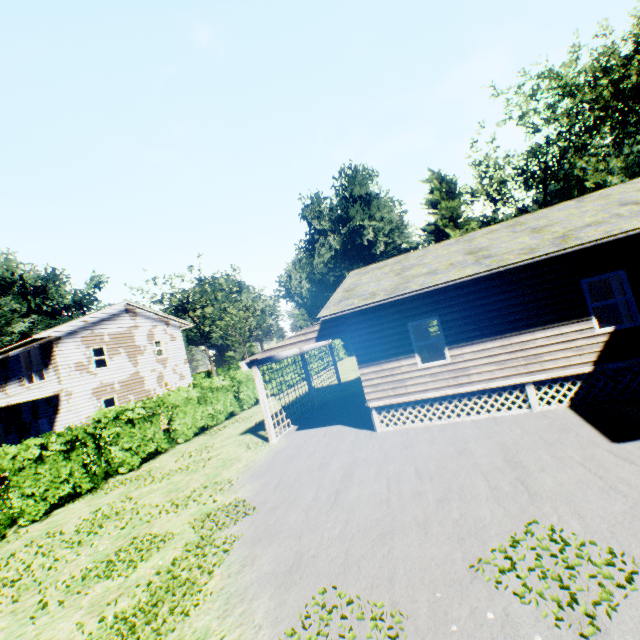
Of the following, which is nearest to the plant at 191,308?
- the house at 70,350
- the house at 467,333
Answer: the house at 70,350

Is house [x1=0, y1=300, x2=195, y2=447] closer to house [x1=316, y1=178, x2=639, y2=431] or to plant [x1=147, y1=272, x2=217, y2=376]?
plant [x1=147, y1=272, x2=217, y2=376]

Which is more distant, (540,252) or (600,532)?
(540,252)

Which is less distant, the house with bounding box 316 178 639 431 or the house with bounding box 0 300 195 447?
the house with bounding box 316 178 639 431

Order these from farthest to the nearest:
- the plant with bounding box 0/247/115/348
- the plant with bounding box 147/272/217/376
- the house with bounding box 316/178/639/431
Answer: the plant with bounding box 147/272/217/376 → the plant with bounding box 0/247/115/348 → the house with bounding box 316/178/639/431

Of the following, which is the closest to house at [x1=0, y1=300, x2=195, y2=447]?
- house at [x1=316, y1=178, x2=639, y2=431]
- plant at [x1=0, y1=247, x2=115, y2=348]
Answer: plant at [x1=0, y1=247, x2=115, y2=348]

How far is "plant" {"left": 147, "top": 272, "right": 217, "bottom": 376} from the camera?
49.9 meters
